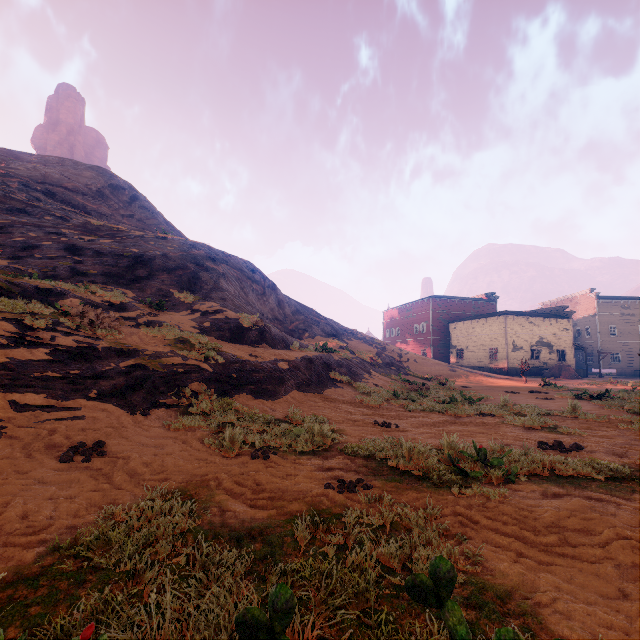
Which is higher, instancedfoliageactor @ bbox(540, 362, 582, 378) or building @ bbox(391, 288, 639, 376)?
building @ bbox(391, 288, 639, 376)

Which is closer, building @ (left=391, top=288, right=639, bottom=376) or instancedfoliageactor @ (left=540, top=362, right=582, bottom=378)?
instancedfoliageactor @ (left=540, top=362, right=582, bottom=378)

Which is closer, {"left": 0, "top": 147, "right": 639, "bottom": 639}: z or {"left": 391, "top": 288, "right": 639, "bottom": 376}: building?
{"left": 0, "top": 147, "right": 639, "bottom": 639}: z

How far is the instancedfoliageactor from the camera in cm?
3434

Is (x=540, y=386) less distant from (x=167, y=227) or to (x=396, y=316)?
(x=167, y=227)

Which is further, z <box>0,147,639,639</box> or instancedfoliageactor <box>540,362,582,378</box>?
instancedfoliageactor <box>540,362,582,378</box>

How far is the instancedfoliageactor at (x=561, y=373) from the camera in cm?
3434

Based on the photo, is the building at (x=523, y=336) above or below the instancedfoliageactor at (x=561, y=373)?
above
